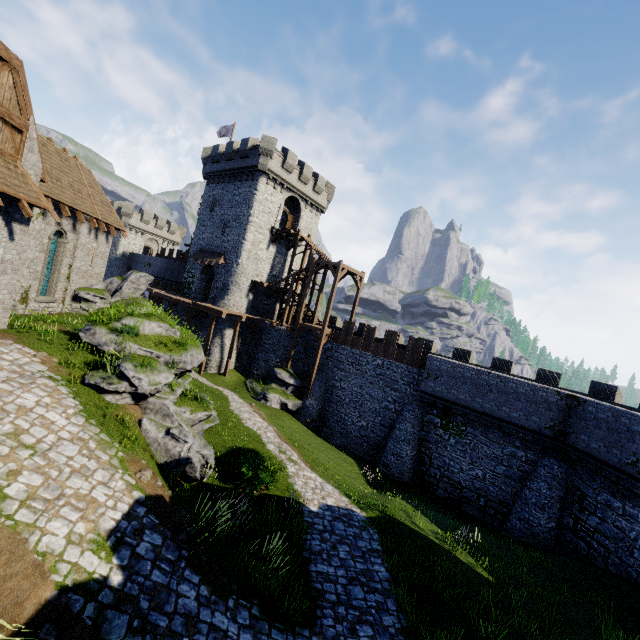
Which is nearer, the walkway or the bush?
the bush

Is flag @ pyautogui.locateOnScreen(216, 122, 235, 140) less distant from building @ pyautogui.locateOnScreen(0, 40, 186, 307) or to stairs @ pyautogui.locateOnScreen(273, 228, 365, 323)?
stairs @ pyautogui.locateOnScreen(273, 228, 365, 323)

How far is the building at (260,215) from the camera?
31.53m

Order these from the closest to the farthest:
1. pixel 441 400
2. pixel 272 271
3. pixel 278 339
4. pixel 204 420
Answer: pixel 204 420 → pixel 441 400 → pixel 278 339 → pixel 272 271

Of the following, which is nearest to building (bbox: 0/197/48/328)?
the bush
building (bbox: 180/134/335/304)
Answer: building (bbox: 180/134/335/304)

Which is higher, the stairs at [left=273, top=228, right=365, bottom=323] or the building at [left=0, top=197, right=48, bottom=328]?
the stairs at [left=273, top=228, right=365, bottom=323]

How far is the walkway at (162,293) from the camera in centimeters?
2866cm

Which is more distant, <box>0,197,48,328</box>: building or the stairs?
the stairs
